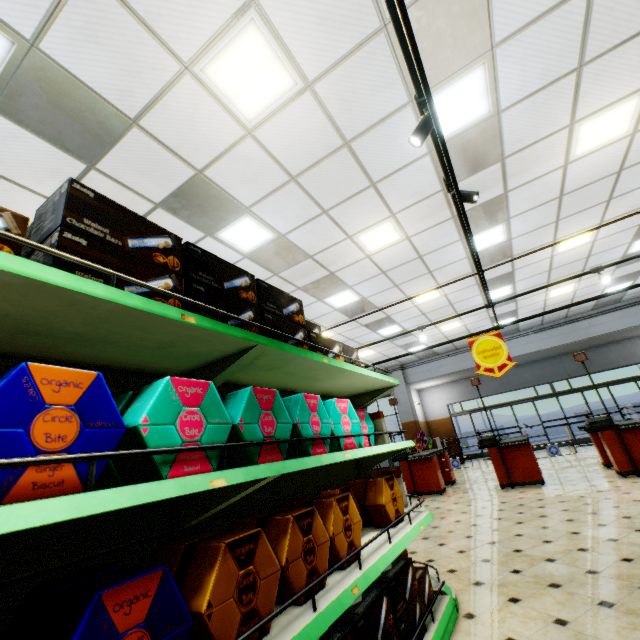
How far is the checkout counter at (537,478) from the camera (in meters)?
7.16

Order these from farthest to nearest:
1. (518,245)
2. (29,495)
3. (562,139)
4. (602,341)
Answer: (602,341), (518,245), (562,139), (29,495)

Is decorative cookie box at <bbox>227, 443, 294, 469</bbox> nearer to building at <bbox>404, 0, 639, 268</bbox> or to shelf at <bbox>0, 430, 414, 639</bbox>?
shelf at <bbox>0, 430, 414, 639</bbox>

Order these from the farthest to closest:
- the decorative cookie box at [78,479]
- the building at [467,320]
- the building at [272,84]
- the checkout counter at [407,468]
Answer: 1. the building at [467,320]
2. the checkout counter at [407,468]
3. the building at [272,84]
4. the decorative cookie box at [78,479]

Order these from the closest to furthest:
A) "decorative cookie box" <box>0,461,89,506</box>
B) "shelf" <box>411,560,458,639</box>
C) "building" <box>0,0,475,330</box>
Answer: "decorative cookie box" <box>0,461,89,506</box> < "shelf" <box>411,560,458,639</box> < "building" <box>0,0,475,330</box>

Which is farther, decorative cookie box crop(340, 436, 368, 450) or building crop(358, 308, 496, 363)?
building crop(358, 308, 496, 363)

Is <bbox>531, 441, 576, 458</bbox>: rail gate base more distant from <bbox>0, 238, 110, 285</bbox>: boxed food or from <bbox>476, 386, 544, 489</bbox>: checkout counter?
<bbox>0, 238, 110, 285</bbox>: boxed food
